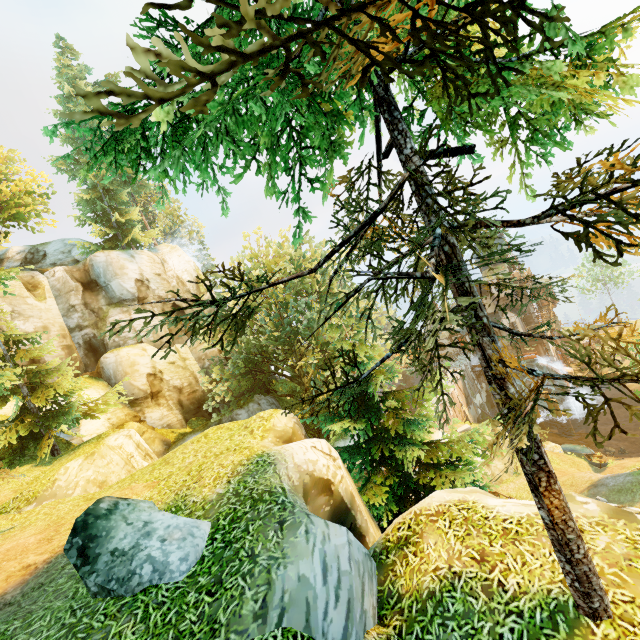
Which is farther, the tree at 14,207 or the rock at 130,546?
the tree at 14,207

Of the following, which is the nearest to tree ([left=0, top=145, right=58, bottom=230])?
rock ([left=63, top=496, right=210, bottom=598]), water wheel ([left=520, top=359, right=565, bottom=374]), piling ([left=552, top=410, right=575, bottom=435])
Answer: rock ([left=63, top=496, right=210, bottom=598])

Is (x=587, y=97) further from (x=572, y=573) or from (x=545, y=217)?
(x=572, y=573)

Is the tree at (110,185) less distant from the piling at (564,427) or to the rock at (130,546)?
the rock at (130,546)

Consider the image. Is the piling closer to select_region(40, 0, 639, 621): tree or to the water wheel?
the water wheel

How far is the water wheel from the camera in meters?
38.2

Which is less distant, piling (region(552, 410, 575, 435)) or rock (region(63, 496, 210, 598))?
rock (region(63, 496, 210, 598))

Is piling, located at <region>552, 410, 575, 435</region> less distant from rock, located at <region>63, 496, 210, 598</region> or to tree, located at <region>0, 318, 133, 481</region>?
tree, located at <region>0, 318, 133, 481</region>
